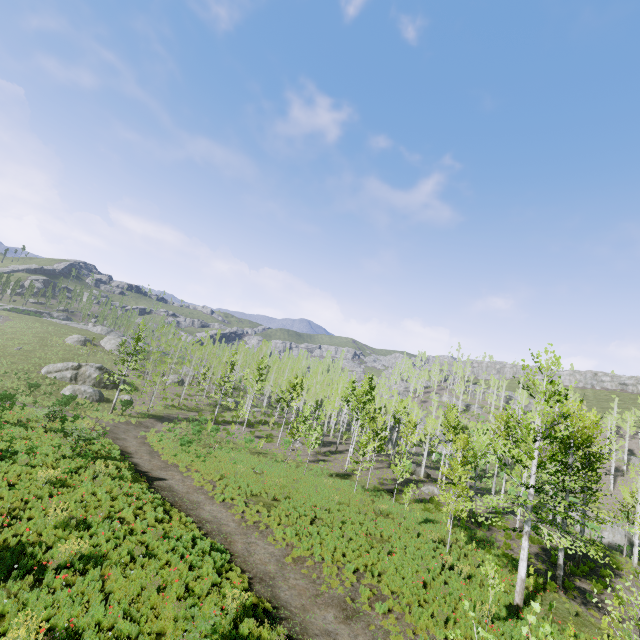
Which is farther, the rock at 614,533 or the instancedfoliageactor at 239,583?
the rock at 614,533

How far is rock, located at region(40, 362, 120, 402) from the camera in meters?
38.3 m

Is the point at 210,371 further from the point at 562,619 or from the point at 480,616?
the point at 562,619

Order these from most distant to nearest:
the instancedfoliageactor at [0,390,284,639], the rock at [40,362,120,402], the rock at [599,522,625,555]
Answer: the rock at [40,362,120,402]
the rock at [599,522,625,555]
the instancedfoliageactor at [0,390,284,639]

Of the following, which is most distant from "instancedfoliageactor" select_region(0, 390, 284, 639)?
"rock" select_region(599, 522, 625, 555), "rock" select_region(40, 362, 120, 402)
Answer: "rock" select_region(40, 362, 120, 402)

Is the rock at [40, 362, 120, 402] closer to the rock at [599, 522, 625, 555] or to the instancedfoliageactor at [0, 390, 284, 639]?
the instancedfoliageactor at [0, 390, 284, 639]

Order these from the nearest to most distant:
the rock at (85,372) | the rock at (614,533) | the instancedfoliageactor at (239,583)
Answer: the instancedfoliageactor at (239,583), the rock at (614,533), the rock at (85,372)
